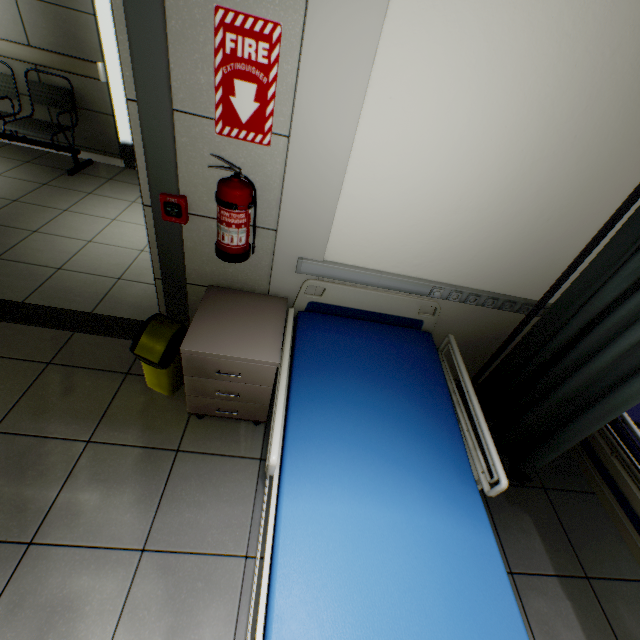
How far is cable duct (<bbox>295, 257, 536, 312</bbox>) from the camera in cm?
195

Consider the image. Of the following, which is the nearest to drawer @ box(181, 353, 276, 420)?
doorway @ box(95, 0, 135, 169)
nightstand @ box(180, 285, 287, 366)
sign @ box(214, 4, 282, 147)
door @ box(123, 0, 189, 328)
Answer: nightstand @ box(180, 285, 287, 366)

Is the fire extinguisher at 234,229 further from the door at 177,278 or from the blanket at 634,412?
the blanket at 634,412

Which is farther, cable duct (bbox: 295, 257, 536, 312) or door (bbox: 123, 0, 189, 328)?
cable duct (bbox: 295, 257, 536, 312)

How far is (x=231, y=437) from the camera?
2.1 meters

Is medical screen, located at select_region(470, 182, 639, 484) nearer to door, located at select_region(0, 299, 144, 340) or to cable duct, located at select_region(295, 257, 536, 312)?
cable duct, located at select_region(295, 257, 536, 312)

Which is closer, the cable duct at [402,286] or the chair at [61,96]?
the cable duct at [402,286]

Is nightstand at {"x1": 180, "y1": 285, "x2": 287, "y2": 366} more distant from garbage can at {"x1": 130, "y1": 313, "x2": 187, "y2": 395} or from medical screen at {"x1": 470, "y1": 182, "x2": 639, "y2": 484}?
medical screen at {"x1": 470, "y1": 182, "x2": 639, "y2": 484}
